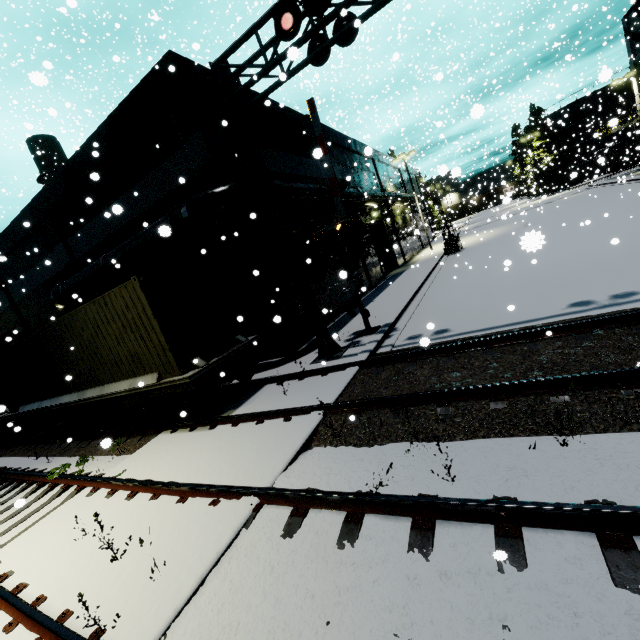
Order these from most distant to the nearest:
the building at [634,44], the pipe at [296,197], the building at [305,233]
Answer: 1. the building at [634,44]
2. the building at [305,233]
3. the pipe at [296,197]

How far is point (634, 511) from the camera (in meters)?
2.58

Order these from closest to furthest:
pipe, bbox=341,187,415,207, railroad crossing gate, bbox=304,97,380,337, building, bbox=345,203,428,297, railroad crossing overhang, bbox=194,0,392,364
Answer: railroad crossing overhang, bbox=194,0,392,364 → railroad crossing gate, bbox=304,97,380,337 → pipe, bbox=341,187,415,207 → building, bbox=345,203,428,297

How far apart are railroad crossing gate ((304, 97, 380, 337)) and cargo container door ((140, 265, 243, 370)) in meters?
3.1

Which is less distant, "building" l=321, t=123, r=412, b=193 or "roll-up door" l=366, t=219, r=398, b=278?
"building" l=321, t=123, r=412, b=193

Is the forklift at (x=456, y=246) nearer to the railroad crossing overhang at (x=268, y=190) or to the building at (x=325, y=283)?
the building at (x=325, y=283)

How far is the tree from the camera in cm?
4127

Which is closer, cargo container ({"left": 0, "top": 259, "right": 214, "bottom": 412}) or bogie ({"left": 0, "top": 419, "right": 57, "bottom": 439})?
cargo container ({"left": 0, "top": 259, "right": 214, "bottom": 412})
